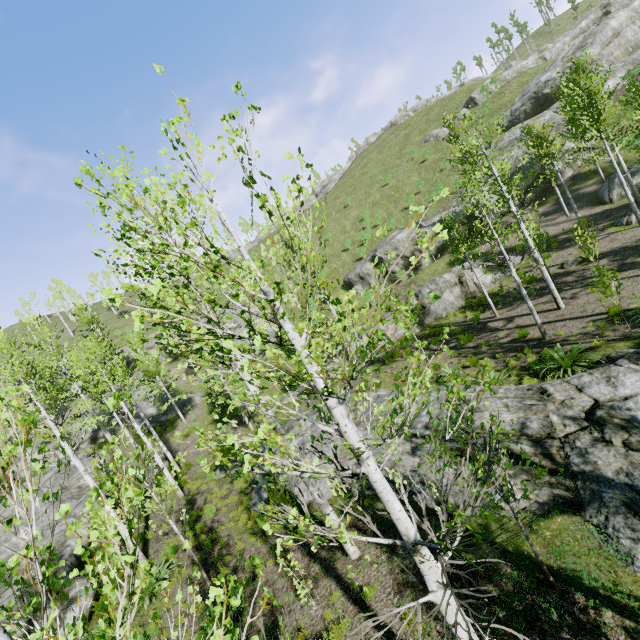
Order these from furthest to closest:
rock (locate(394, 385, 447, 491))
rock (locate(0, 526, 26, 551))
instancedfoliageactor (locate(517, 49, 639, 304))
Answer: instancedfoliageactor (locate(517, 49, 639, 304)), rock (locate(0, 526, 26, 551)), rock (locate(394, 385, 447, 491))

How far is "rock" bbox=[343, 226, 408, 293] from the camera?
31.97m

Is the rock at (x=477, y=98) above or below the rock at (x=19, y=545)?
above

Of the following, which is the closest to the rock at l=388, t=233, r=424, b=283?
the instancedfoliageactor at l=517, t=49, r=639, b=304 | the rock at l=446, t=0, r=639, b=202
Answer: the rock at l=446, t=0, r=639, b=202

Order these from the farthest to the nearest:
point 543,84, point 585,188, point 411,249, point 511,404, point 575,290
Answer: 1. point 543,84
2. point 411,249
3. point 585,188
4. point 575,290
5. point 511,404

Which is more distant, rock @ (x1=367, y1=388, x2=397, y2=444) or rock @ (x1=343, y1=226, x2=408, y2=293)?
rock @ (x1=343, y1=226, x2=408, y2=293)

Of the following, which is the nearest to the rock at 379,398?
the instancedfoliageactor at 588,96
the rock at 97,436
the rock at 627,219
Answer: the instancedfoliageactor at 588,96

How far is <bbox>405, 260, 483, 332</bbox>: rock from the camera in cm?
2305
